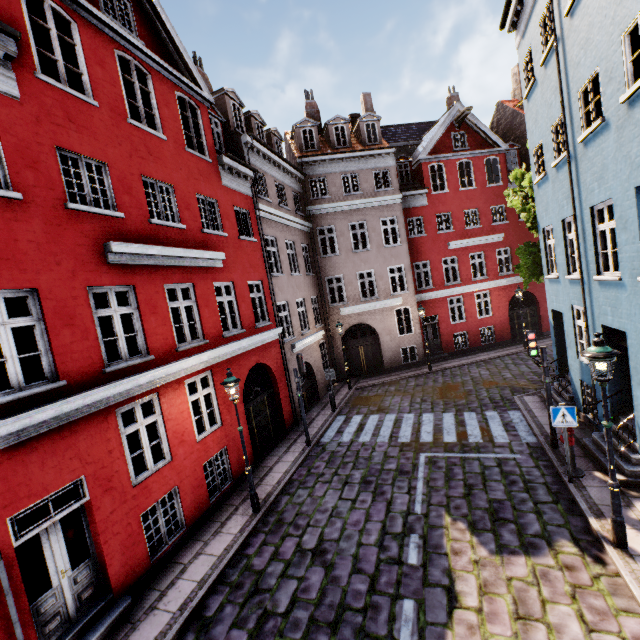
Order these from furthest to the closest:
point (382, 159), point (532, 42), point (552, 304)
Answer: point (382, 159)
point (552, 304)
point (532, 42)

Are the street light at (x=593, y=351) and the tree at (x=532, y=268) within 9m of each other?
no

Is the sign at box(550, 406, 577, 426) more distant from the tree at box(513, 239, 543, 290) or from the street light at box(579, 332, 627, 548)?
the tree at box(513, 239, 543, 290)

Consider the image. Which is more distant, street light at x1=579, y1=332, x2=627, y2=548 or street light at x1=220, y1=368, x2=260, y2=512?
street light at x1=220, y1=368, x2=260, y2=512

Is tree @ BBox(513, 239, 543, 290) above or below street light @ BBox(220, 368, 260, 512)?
above

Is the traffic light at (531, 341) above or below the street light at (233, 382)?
below

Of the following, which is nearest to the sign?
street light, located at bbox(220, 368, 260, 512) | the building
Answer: the building

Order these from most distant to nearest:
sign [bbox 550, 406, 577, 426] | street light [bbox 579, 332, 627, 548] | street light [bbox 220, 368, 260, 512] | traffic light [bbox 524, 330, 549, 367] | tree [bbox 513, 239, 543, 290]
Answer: tree [bbox 513, 239, 543, 290] < traffic light [bbox 524, 330, 549, 367] < street light [bbox 220, 368, 260, 512] < sign [bbox 550, 406, 577, 426] < street light [bbox 579, 332, 627, 548]
